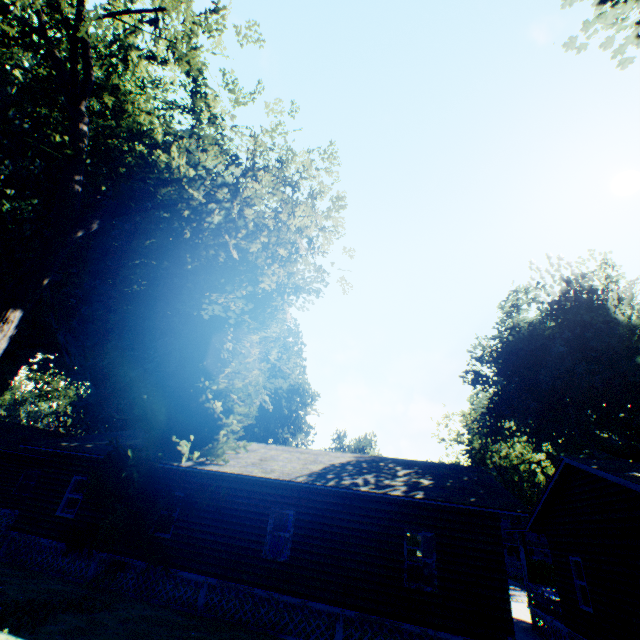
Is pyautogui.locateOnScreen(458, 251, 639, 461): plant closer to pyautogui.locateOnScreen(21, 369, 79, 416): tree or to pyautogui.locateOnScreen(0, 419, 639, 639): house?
pyautogui.locateOnScreen(0, 419, 639, 639): house

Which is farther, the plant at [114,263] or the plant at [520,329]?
the plant at [520,329]

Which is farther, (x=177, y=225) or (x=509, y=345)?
(x=509, y=345)

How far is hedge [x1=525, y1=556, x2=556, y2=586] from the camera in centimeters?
3866cm

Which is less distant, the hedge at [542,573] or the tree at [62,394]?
the hedge at [542,573]

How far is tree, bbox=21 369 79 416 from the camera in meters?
42.4

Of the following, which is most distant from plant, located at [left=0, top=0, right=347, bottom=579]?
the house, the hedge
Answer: the hedge
